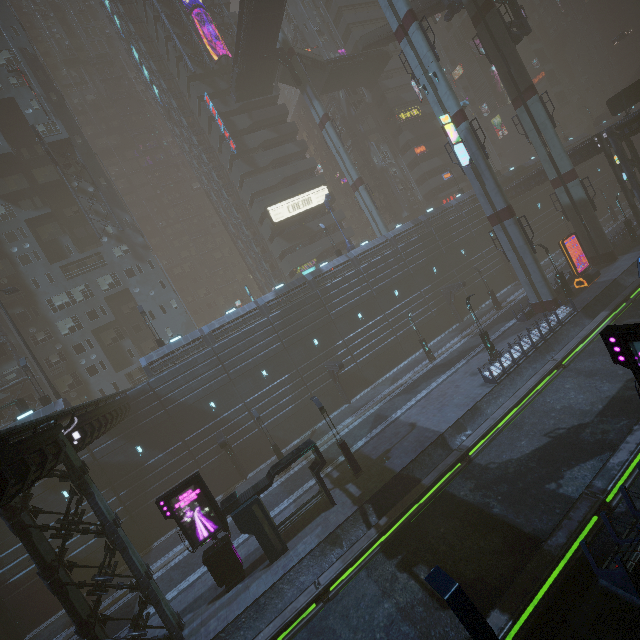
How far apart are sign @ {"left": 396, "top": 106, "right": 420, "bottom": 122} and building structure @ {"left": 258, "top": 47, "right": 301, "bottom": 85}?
19.4m

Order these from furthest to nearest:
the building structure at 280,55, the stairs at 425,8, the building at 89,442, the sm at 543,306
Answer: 1. the building structure at 280,55
2. the stairs at 425,8
3. the sm at 543,306
4. the building at 89,442

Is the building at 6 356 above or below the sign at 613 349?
above

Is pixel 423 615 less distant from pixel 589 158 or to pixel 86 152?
pixel 589 158

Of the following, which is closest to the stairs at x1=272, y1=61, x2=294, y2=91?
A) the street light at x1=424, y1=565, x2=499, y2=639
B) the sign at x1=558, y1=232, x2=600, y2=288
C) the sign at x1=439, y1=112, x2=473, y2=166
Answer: the sign at x1=439, y1=112, x2=473, y2=166

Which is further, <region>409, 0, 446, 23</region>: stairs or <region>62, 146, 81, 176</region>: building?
<region>62, 146, 81, 176</region>: building

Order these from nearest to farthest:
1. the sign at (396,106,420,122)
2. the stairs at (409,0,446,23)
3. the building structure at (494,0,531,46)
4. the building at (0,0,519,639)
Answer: the building at (0,0,519,639) → the building structure at (494,0,531,46) → the stairs at (409,0,446,23) → the sign at (396,106,420,122)

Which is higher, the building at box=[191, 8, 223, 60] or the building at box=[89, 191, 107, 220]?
the building at box=[191, 8, 223, 60]
